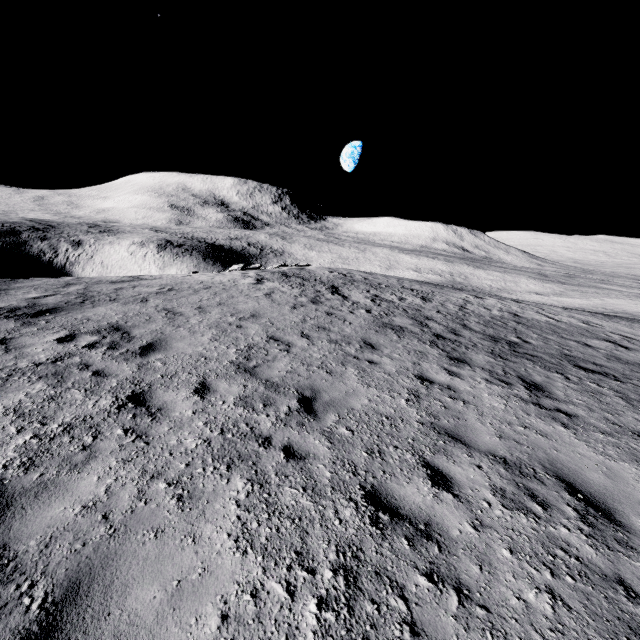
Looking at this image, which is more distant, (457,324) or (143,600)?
(457,324)
